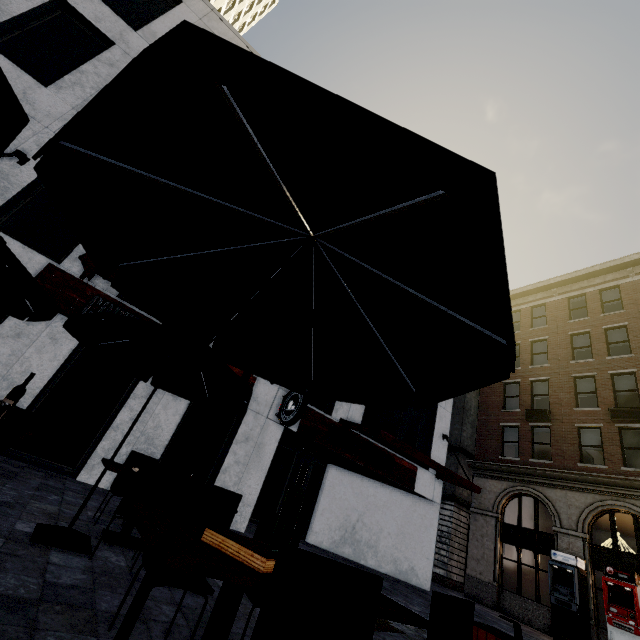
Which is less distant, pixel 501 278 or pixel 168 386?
pixel 501 278

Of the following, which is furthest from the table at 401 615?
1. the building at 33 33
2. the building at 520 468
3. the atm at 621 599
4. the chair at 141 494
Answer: the building at 520 468

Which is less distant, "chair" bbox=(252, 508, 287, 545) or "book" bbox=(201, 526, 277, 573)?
"book" bbox=(201, 526, 277, 573)

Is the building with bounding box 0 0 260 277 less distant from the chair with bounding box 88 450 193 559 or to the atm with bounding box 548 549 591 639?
the chair with bounding box 88 450 193 559

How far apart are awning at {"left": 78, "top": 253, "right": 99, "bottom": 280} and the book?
5.7 meters

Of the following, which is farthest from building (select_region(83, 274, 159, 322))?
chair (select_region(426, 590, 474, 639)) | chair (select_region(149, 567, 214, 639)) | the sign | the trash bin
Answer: chair (select_region(426, 590, 474, 639))

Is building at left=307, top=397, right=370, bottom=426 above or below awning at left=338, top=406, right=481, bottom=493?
above

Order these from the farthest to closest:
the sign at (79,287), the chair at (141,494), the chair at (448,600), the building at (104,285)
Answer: the building at (104,285) → the sign at (79,287) → the chair at (141,494) → the chair at (448,600)
